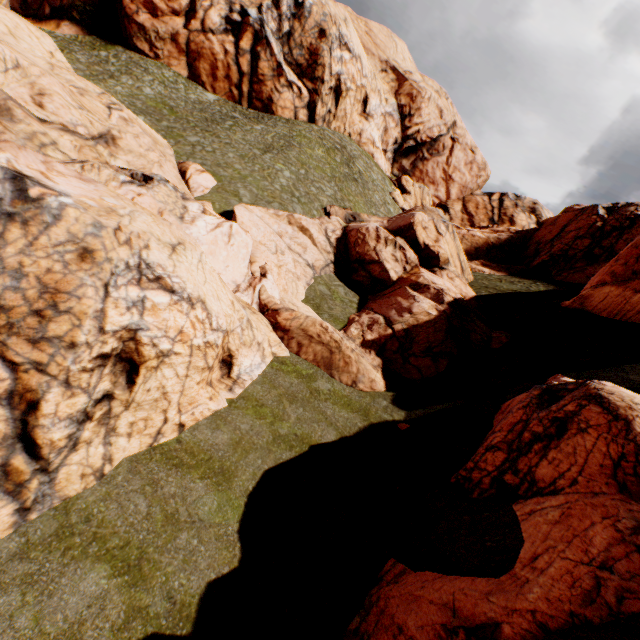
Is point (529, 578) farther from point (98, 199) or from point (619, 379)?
point (98, 199)

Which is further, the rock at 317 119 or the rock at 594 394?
the rock at 317 119

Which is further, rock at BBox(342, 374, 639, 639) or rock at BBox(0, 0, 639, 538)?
rock at BBox(0, 0, 639, 538)
